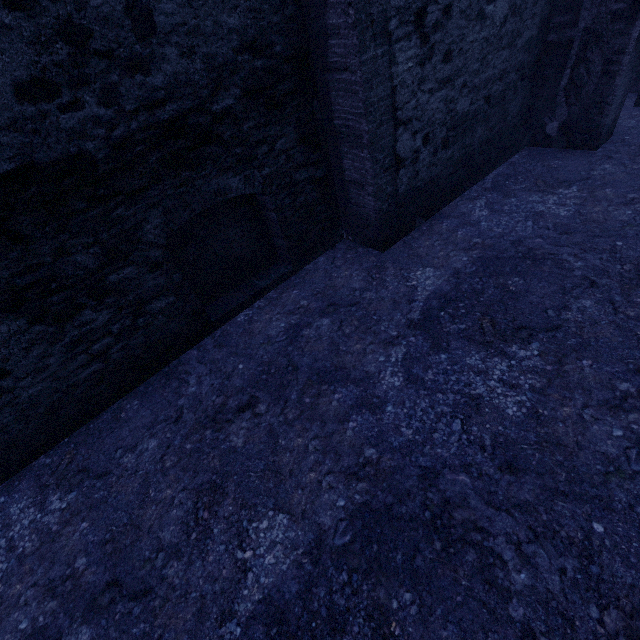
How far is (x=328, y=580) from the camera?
2.2m
